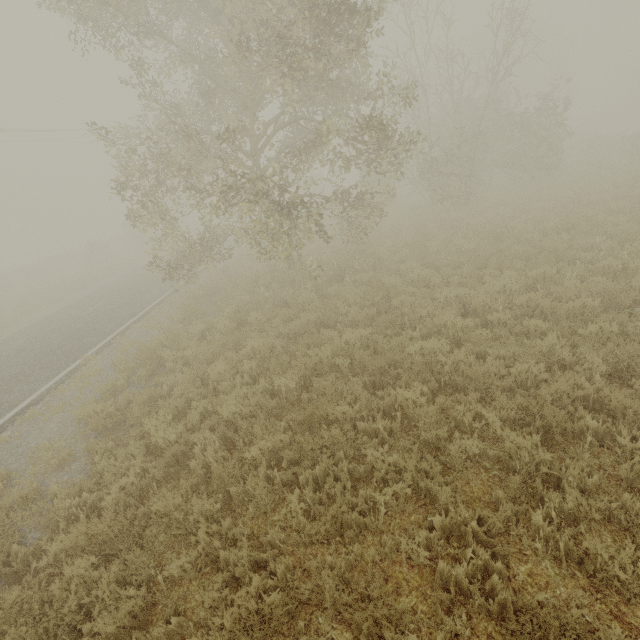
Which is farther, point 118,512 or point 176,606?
point 118,512
